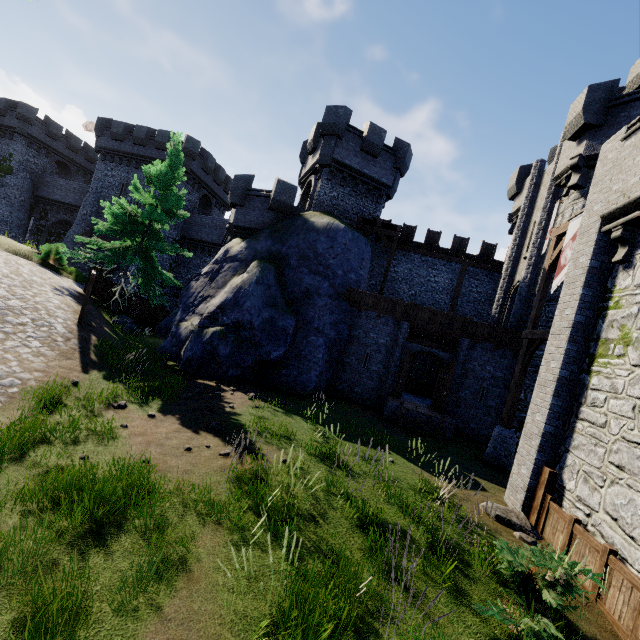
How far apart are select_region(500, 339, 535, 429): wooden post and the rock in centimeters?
488cm

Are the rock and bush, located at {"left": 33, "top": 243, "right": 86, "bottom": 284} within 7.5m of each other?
no

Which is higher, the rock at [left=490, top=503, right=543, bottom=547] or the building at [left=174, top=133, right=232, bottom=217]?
the building at [left=174, top=133, right=232, bottom=217]

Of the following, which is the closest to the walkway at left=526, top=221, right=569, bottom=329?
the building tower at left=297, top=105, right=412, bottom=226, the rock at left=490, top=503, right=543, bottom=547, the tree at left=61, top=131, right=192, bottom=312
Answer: the rock at left=490, top=503, right=543, bottom=547

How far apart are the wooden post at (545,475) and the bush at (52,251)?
24.5m

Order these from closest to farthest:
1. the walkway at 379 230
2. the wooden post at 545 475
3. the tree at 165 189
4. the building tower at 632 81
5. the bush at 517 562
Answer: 1. the bush at 517 562
2. the wooden post at 545 475
3. the tree at 165 189
4. the building tower at 632 81
5. the walkway at 379 230

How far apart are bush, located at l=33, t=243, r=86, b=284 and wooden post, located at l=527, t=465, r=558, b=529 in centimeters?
2450cm

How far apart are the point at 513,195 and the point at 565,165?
5.93m
